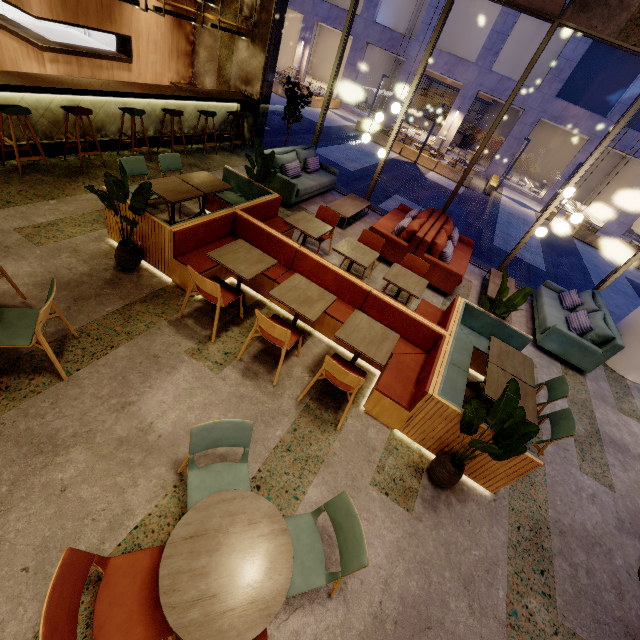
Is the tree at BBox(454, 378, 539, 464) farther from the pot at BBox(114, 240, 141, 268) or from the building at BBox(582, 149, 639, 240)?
the building at BBox(582, 149, 639, 240)

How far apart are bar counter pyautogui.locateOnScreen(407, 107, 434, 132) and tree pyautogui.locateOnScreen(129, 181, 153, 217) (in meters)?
29.01

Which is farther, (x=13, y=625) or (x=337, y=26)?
(x=337, y=26)

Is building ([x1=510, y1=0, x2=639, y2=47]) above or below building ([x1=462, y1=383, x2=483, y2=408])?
above

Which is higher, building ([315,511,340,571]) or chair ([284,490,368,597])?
chair ([284,490,368,597])

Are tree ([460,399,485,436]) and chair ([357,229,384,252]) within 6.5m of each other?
yes

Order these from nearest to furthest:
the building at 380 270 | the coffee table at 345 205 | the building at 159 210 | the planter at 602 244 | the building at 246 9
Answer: the building at 159 210, the building at 380 270, the coffee table at 345 205, the building at 246 9, the planter at 602 244

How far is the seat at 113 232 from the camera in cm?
437
